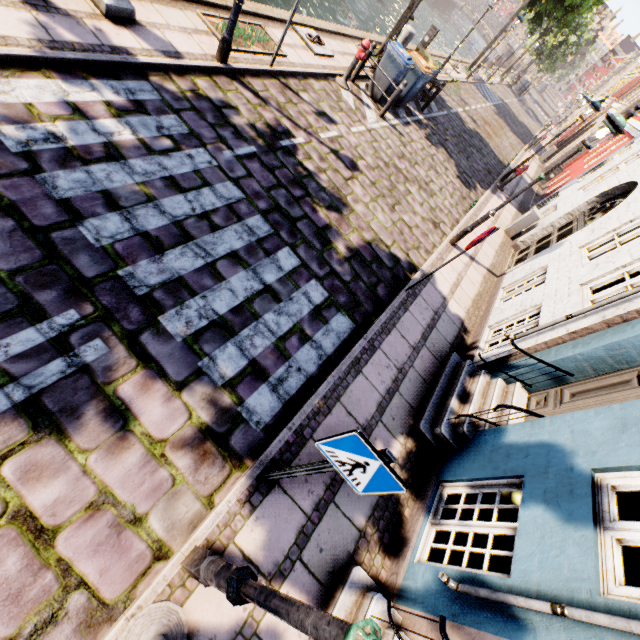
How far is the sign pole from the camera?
2.5 meters

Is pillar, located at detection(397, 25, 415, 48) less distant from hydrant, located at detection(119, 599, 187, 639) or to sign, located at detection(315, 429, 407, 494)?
sign, located at detection(315, 429, 407, 494)

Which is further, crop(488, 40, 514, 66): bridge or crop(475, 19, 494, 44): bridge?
crop(475, 19, 494, 44): bridge

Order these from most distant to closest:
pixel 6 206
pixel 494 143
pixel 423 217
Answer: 1. pixel 494 143
2. pixel 423 217
3. pixel 6 206

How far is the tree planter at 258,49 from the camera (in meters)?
6.94

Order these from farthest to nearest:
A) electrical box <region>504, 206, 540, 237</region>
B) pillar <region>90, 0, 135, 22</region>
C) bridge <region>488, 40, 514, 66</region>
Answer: bridge <region>488, 40, 514, 66</region> < electrical box <region>504, 206, 540, 237</region> < pillar <region>90, 0, 135, 22</region>

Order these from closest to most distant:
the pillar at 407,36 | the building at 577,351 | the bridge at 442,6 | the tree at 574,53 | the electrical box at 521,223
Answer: the building at 577,351, the electrical box at 521,223, the pillar at 407,36, the tree at 574,53, the bridge at 442,6

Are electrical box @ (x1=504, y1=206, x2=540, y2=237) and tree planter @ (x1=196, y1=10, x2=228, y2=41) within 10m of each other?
yes
